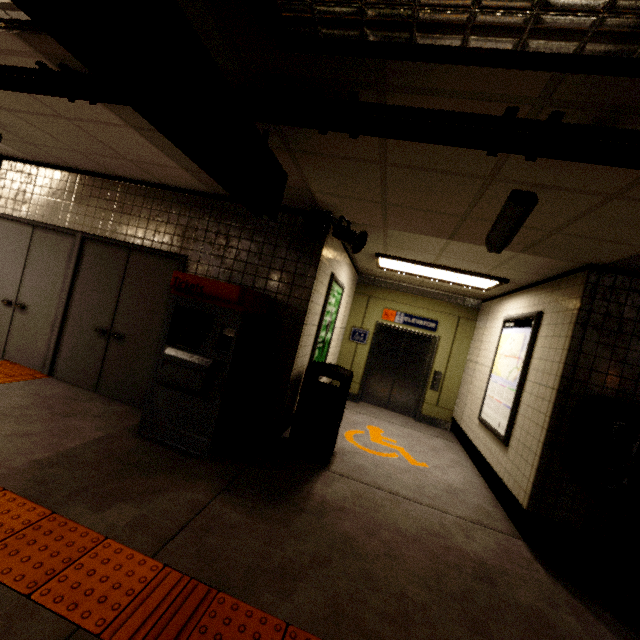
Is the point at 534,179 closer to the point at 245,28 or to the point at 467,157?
the point at 467,157

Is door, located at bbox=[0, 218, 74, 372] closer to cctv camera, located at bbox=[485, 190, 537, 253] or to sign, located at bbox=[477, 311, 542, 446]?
cctv camera, located at bbox=[485, 190, 537, 253]

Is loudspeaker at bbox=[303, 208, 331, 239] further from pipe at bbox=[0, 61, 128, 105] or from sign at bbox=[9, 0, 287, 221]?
pipe at bbox=[0, 61, 128, 105]

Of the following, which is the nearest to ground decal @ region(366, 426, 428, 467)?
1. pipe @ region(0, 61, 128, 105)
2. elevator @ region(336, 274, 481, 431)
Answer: elevator @ region(336, 274, 481, 431)

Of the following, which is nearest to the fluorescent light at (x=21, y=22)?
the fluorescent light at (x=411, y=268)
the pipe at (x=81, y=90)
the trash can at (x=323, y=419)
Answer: the pipe at (x=81, y=90)

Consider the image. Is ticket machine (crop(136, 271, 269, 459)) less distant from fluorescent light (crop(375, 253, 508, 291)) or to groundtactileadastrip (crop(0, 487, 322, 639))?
groundtactileadastrip (crop(0, 487, 322, 639))

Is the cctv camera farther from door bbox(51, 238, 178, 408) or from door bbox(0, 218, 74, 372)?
door bbox(0, 218, 74, 372)

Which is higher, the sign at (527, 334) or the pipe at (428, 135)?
the pipe at (428, 135)
